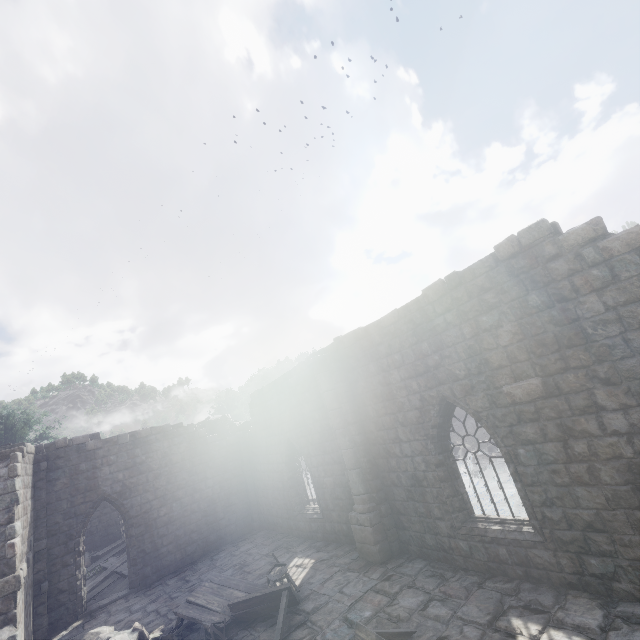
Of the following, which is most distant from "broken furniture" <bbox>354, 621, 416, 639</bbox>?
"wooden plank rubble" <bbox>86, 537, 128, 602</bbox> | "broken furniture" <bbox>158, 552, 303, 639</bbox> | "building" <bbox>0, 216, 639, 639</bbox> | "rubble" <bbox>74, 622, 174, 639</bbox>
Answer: "wooden plank rubble" <bbox>86, 537, 128, 602</bbox>

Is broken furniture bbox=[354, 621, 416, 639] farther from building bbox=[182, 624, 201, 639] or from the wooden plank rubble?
the wooden plank rubble

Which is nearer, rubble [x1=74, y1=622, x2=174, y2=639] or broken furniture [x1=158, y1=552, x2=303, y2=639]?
broken furniture [x1=158, y1=552, x2=303, y2=639]

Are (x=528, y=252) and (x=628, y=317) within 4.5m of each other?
yes

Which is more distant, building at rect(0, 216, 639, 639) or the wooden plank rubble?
the wooden plank rubble

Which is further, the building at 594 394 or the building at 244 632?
the building at 244 632

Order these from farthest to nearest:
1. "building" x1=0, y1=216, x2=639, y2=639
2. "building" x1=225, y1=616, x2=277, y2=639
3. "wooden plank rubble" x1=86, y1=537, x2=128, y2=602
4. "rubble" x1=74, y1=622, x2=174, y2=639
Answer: "wooden plank rubble" x1=86, y1=537, x2=128, y2=602, "rubble" x1=74, y1=622, x2=174, y2=639, "building" x1=225, y1=616, x2=277, y2=639, "building" x1=0, y1=216, x2=639, y2=639

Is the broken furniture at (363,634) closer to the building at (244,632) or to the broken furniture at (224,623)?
the building at (244,632)
